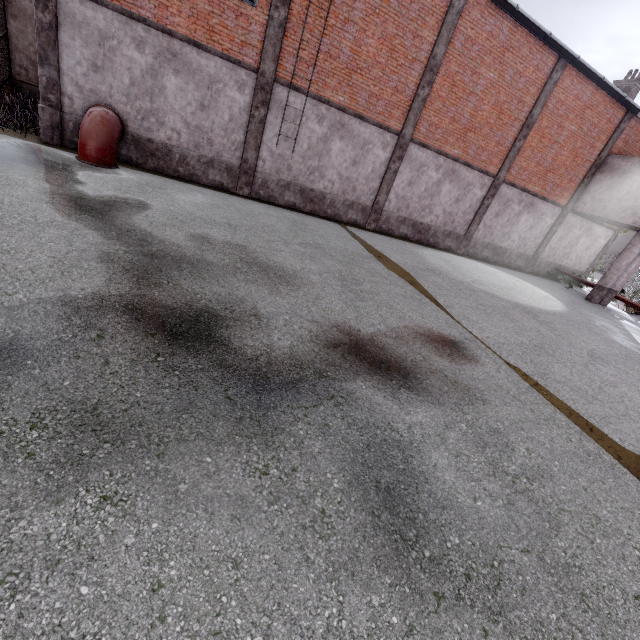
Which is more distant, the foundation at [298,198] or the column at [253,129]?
the foundation at [298,198]

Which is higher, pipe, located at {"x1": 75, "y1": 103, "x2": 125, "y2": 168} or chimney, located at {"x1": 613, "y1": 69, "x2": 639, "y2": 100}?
chimney, located at {"x1": 613, "y1": 69, "x2": 639, "y2": 100}

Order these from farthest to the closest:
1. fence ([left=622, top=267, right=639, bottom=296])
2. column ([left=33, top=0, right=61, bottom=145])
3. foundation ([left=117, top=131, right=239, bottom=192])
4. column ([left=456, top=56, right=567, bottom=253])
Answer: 1. fence ([left=622, top=267, right=639, bottom=296])
2. column ([left=456, top=56, right=567, bottom=253])
3. foundation ([left=117, top=131, right=239, bottom=192])
4. column ([left=33, top=0, right=61, bottom=145])

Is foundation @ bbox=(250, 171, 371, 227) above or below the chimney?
below

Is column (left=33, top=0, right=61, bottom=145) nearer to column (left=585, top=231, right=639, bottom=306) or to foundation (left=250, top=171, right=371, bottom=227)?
foundation (left=250, top=171, right=371, bottom=227)

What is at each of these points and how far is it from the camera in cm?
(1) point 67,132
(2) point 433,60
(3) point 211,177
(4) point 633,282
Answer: (1) foundation, 1002
(2) column, 1214
(3) foundation, 1194
(4) fence, 2475

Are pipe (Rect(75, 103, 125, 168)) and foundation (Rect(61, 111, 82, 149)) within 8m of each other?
yes

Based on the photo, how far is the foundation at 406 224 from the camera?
15.28m
